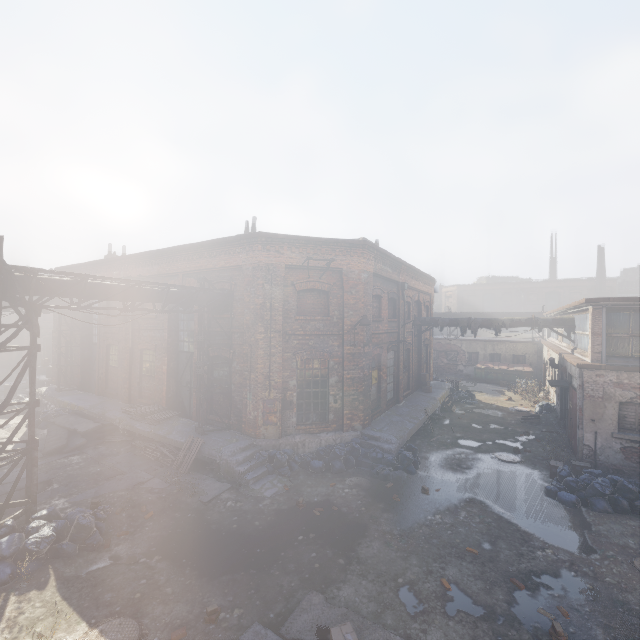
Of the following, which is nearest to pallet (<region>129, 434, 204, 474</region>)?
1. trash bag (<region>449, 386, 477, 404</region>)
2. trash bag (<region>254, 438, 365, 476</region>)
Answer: trash bag (<region>254, 438, 365, 476</region>)

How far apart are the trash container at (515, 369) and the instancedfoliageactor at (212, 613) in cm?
2763

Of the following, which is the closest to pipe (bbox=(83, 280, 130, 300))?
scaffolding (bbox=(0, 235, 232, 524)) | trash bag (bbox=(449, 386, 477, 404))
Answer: scaffolding (bbox=(0, 235, 232, 524))

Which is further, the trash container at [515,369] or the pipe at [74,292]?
the trash container at [515,369]

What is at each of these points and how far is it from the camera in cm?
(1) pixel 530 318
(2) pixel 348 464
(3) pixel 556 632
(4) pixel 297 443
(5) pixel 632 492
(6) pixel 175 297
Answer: (1) pipe, 1711
(2) trash bag, 1153
(3) instancedfoliageactor, 537
(4) building, 1196
(5) trash bag, 898
(6) pipe, 1108

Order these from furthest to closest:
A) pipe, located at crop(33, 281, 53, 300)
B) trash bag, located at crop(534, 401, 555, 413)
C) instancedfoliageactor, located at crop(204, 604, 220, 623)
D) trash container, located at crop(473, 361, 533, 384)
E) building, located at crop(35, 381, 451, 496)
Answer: trash container, located at crop(473, 361, 533, 384)
trash bag, located at crop(534, 401, 555, 413)
building, located at crop(35, 381, 451, 496)
pipe, located at crop(33, 281, 53, 300)
instancedfoliageactor, located at crop(204, 604, 220, 623)

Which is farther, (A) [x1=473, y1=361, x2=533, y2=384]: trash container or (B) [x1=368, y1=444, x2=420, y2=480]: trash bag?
(A) [x1=473, y1=361, x2=533, y2=384]: trash container

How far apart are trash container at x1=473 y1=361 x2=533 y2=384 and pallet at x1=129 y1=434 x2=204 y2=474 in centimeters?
2487cm
